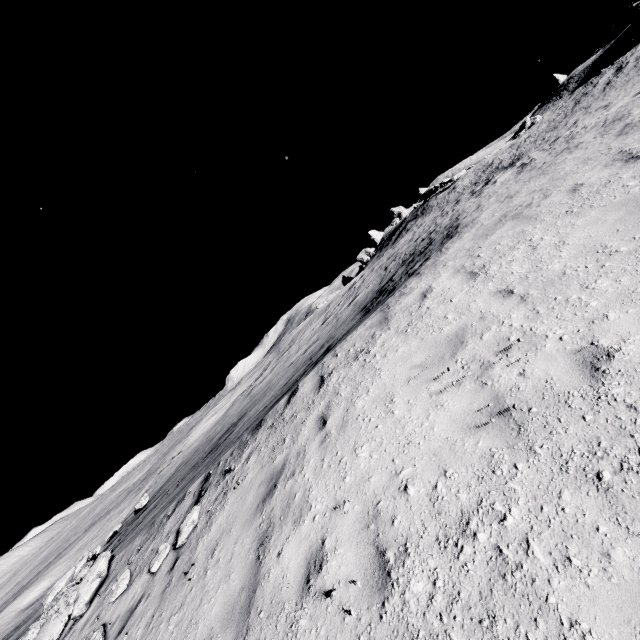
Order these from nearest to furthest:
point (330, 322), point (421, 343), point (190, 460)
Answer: point (421, 343), point (190, 460), point (330, 322)
